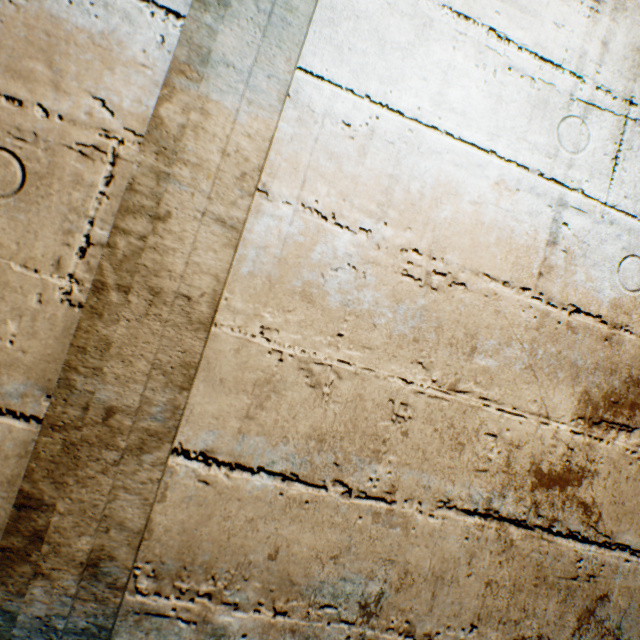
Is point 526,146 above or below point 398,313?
above
